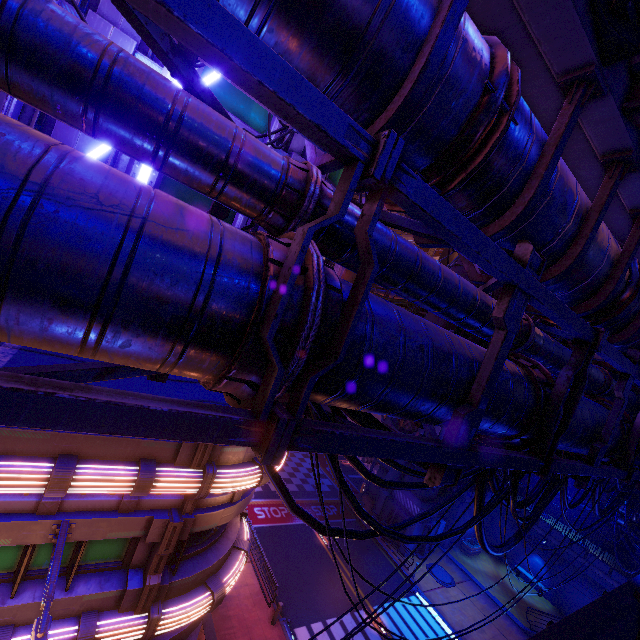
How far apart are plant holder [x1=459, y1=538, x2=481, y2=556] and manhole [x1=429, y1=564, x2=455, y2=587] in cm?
404

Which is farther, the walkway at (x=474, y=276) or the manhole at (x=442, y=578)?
the manhole at (x=442, y=578)

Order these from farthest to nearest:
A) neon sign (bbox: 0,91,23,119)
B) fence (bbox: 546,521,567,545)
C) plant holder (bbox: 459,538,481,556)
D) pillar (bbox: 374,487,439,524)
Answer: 1. plant holder (bbox: 459,538,481,556)
2. fence (bbox: 546,521,567,545)
3. pillar (bbox: 374,487,439,524)
4. neon sign (bbox: 0,91,23,119)

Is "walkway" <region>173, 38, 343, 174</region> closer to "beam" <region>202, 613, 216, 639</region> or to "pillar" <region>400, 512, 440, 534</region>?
"pillar" <region>400, 512, 440, 534</region>

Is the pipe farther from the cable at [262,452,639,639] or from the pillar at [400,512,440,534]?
the pillar at [400,512,440,534]

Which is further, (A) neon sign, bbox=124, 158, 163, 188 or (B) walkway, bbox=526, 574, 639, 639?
(A) neon sign, bbox=124, 158, 163, 188

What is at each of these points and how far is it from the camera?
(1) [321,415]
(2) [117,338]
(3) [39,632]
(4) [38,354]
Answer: (1) cable, 3.8m
(2) pipe, 2.0m
(3) street light, 5.9m
(4) awning, 5.3m

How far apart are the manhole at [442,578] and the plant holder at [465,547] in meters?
4.0 m
